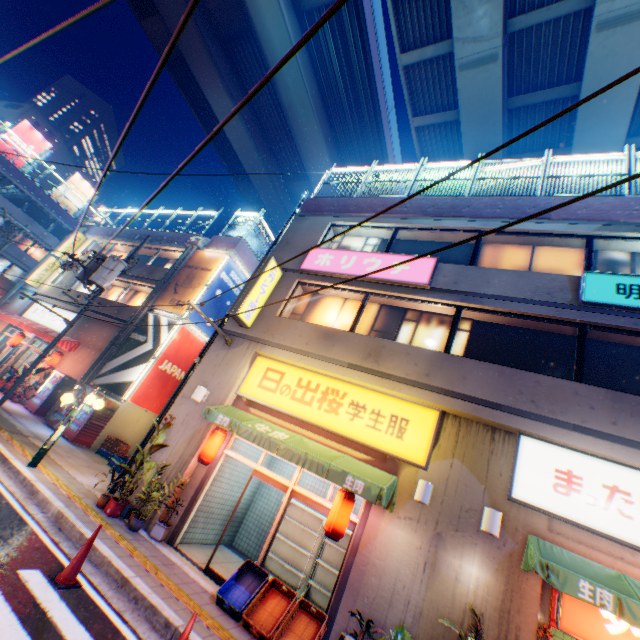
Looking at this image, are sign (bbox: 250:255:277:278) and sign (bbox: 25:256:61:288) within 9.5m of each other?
no

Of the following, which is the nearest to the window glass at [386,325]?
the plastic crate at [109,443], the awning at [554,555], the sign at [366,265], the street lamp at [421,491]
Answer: the sign at [366,265]

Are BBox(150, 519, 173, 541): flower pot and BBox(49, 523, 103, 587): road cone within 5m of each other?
yes

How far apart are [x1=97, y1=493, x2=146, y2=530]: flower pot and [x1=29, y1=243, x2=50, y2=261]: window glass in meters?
36.6 m

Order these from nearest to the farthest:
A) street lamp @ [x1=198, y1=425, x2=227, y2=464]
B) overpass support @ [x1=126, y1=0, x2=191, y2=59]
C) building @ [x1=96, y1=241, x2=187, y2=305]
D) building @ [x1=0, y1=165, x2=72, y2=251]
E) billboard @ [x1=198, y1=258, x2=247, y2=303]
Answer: street lamp @ [x1=198, y1=425, x2=227, y2=464] → billboard @ [x1=198, y1=258, x2=247, y2=303] → building @ [x1=96, y1=241, x2=187, y2=305] → overpass support @ [x1=126, y1=0, x2=191, y2=59] → building @ [x1=0, y1=165, x2=72, y2=251]

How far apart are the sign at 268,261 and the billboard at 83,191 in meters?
37.7

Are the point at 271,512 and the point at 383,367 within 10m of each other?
yes

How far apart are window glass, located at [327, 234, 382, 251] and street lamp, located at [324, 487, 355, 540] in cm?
725
